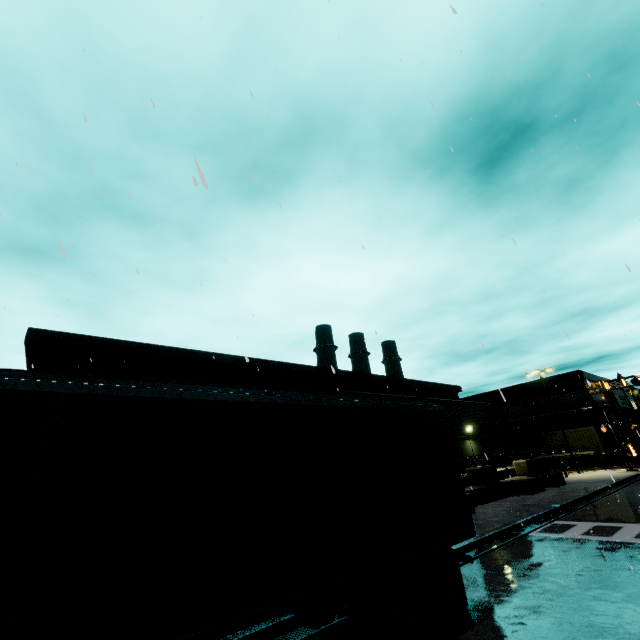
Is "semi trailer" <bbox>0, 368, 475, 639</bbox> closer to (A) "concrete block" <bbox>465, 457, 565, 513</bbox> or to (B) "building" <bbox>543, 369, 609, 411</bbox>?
(B) "building" <bbox>543, 369, 609, 411</bbox>

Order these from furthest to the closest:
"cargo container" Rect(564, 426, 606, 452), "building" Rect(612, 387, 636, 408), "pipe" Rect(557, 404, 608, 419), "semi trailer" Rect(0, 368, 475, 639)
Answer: "building" Rect(612, 387, 636, 408)
"pipe" Rect(557, 404, 608, 419)
"cargo container" Rect(564, 426, 606, 452)
"semi trailer" Rect(0, 368, 475, 639)

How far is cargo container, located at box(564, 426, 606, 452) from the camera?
34.06m

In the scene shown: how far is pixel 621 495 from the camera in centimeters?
1762cm

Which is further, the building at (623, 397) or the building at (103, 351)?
the building at (623, 397)

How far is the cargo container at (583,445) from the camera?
34.1m

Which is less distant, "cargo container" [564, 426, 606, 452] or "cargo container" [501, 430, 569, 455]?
"cargo container" [564, 426, 606, 452]

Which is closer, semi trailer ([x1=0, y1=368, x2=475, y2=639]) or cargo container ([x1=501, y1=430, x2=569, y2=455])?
semi trailer ([x1=0, y1=368, x2=475, y2=639])
